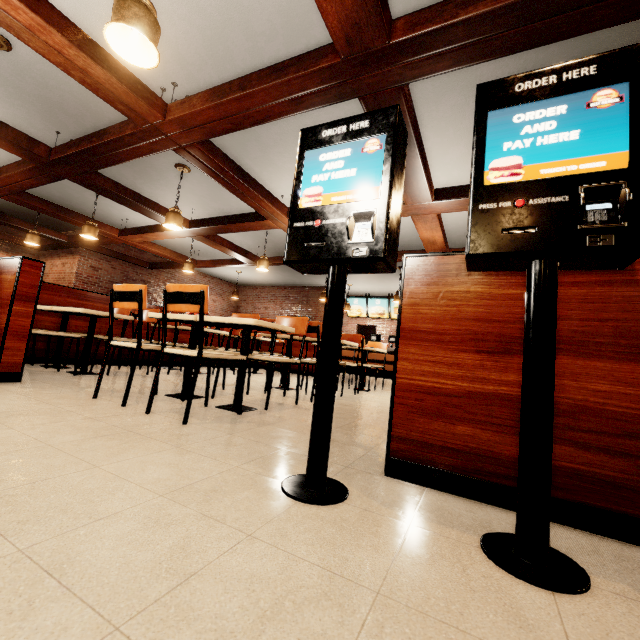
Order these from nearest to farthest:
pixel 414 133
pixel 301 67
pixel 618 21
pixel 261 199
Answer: pixel 618 21 → pixel 301 67 → pixel 414 133 → pixel 261 199
